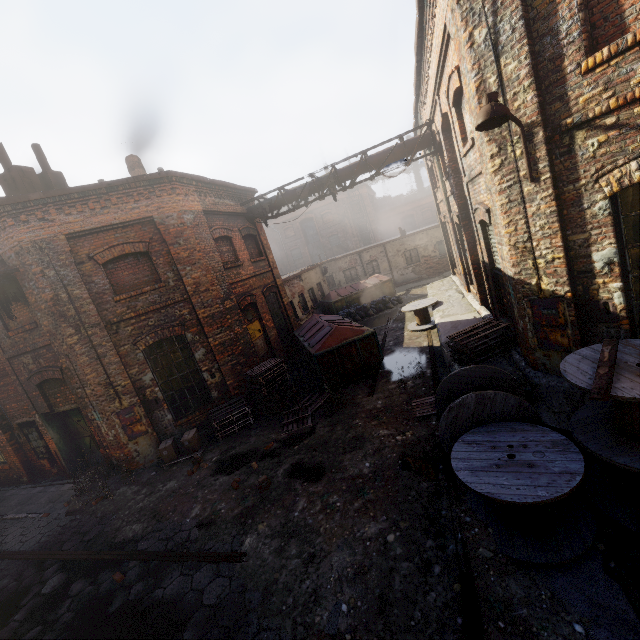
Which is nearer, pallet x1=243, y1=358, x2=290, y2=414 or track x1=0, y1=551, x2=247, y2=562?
track x1=0, y1=551, x2=247, y2=562

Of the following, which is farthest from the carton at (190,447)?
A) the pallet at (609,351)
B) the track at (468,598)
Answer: the pallet at (609,351)

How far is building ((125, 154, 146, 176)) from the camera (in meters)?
13.24

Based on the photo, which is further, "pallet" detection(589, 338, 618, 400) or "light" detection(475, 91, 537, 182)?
"light" detection(475, 91, 537, 182)

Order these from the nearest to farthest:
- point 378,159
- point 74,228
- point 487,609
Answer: point 487,609 < point 74,228 < point 378,159

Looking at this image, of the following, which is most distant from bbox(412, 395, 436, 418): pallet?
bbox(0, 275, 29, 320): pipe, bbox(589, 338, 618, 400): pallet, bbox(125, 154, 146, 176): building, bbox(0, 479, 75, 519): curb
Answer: bbox(125, 154, 146, 176): building

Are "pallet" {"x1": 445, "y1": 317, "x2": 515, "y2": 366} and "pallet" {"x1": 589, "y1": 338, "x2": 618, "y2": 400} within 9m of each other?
yes

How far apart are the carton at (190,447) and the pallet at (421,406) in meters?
6.1
